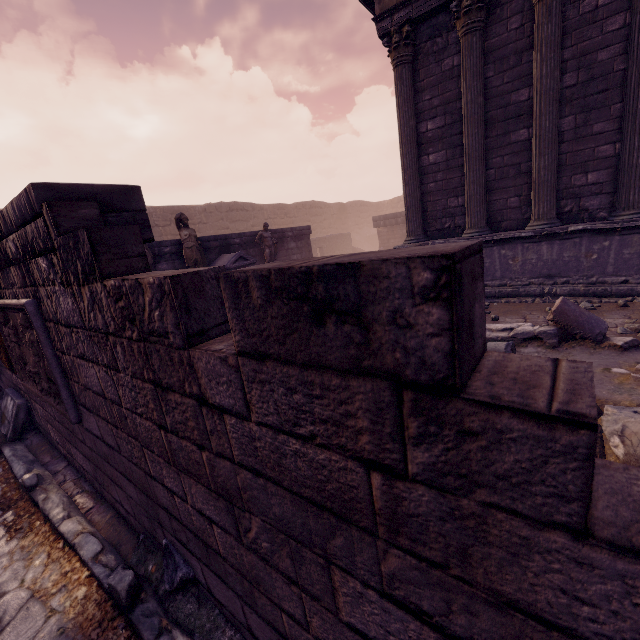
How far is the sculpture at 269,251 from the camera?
11.1m

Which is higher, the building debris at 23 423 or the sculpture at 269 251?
the sculpture at 269 251

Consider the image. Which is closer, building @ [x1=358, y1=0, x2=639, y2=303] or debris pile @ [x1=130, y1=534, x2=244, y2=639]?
debris pile @ [x1=130, y1=534, x2=244, y2=639]

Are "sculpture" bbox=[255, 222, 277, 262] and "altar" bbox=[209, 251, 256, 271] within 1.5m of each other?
yes

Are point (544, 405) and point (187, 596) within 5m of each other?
yes

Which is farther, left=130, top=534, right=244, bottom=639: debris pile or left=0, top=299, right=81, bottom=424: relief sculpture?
left=0, top=299, right=81, bottom=424: relief sculpture

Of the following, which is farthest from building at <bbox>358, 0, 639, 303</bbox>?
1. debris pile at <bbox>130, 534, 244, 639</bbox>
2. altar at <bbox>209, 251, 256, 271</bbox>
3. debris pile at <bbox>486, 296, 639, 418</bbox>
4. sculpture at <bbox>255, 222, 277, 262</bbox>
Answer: debris pile at <bbox>130, 534, 244, 639</bbox>

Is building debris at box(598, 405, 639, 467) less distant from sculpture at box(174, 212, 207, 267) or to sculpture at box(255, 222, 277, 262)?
sculpture at box(174, 212, 207, 267)
